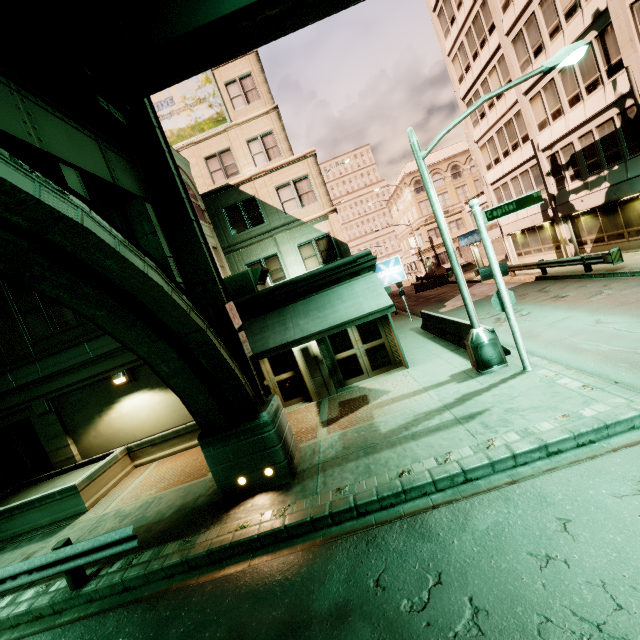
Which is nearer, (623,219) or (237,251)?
(623,219)

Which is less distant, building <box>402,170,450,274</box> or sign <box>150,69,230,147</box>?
sign <box>150,69,230,147</box>

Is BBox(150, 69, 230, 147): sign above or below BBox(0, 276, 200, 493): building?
above

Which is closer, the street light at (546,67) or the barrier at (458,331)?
the street light at (546,67)

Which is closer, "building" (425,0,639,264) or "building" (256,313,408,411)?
"building" (256,313,408,411)

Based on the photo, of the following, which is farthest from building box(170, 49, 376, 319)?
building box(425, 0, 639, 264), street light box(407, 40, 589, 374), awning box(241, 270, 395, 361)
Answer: building box(425, 0, 639, 264)

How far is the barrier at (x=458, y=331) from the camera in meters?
12.1
